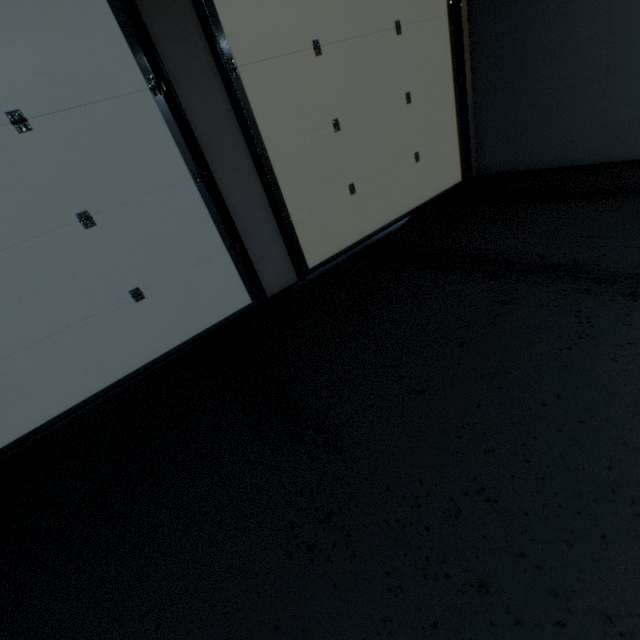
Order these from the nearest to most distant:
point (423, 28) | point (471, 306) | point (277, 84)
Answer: point (471, 306) < point (277, 84) < point (423, 28)

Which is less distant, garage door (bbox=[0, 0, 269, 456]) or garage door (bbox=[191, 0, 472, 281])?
garage door (bbox=[0, 0, 269, 456])

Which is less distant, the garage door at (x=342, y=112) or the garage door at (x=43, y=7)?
the garage door at (x=43, y=7)
